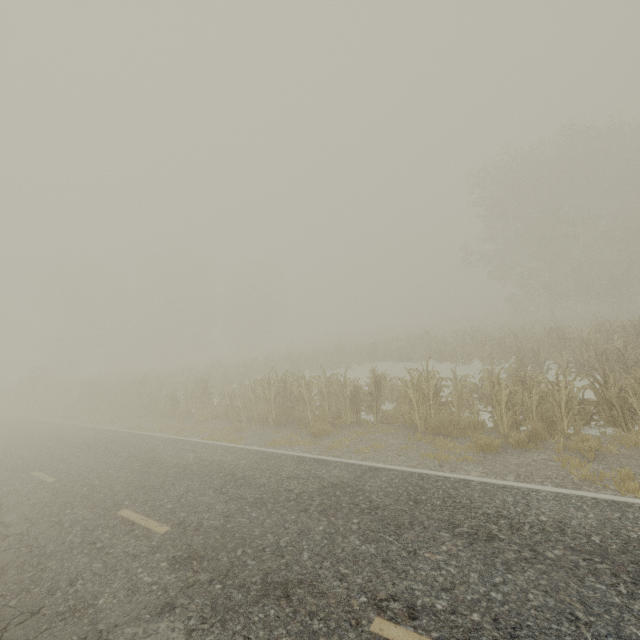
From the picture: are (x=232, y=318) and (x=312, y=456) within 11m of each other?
no
